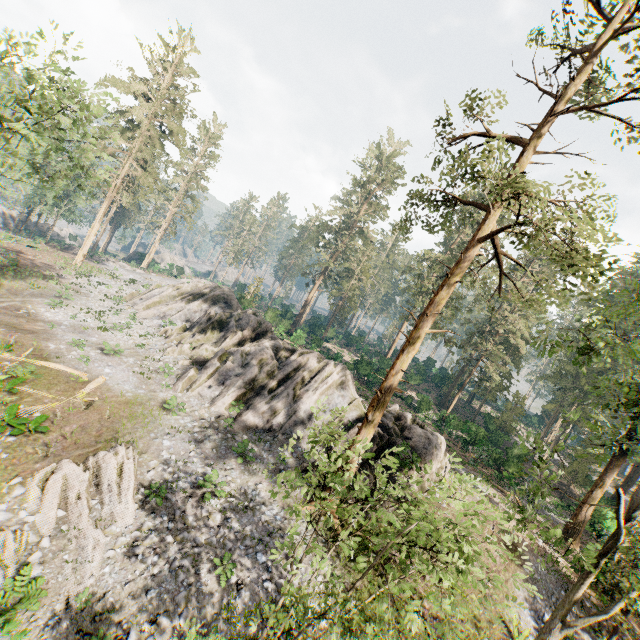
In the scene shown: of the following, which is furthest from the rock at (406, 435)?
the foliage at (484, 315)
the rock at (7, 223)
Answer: the rock at (7, 223)

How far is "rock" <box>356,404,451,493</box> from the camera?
19.02m

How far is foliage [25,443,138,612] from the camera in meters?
11.2

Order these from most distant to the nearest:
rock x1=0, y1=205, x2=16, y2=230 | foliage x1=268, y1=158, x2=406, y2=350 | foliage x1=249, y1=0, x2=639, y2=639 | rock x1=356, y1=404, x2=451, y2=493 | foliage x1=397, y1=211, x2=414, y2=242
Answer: rock x1=0, y1=205, x2=16, y2=230 → foliage x1=268, y1=158, x2=406, y2=350 → foliage x1=397, y1=211, x2=414, y2=242 → rock x1=356, y1=404, x2=451, y2=493 → foliage x1=249, y1=0, x2=639, y2=639

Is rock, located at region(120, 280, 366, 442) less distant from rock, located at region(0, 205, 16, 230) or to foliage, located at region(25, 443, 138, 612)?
foliage, located at region(25, 443, 138, 612)

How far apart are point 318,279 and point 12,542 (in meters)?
45.85

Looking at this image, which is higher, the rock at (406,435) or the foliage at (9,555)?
the rock at (406,435)

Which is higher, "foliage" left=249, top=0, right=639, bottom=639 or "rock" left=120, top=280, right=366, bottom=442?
"foliage" left=249, top=0, right=639, bottom=639
